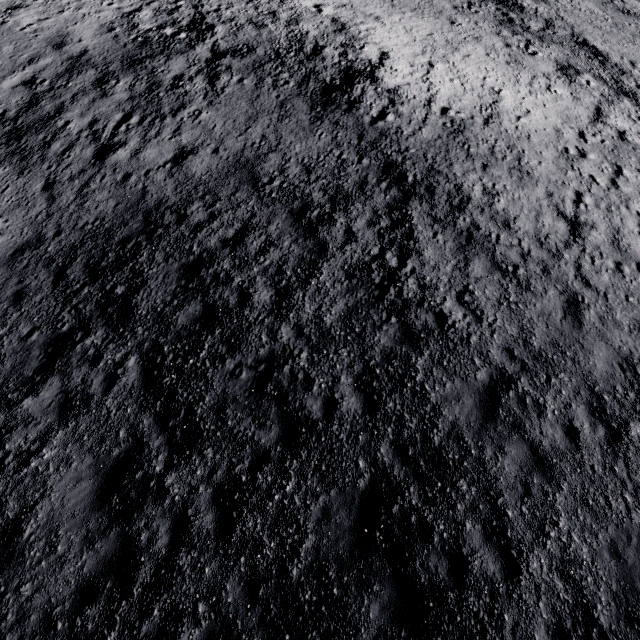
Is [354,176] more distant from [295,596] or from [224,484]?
[295,596]
